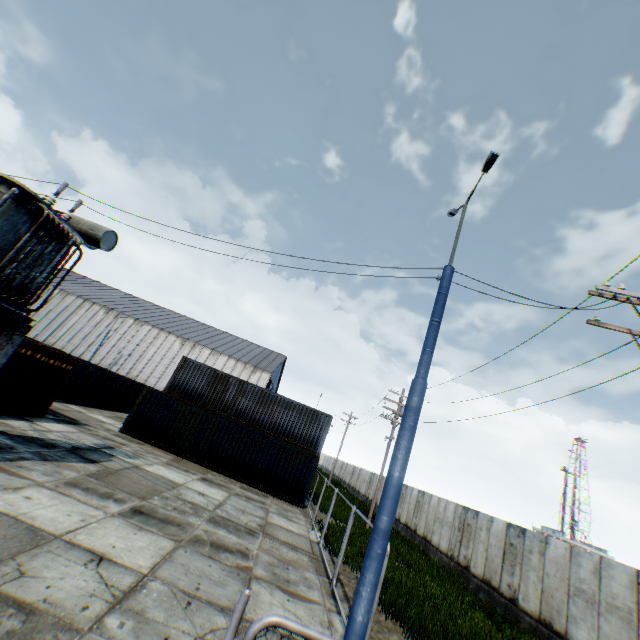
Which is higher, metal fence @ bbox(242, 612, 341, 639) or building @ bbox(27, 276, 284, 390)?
building @ bbox(27, 276, 284, 390)

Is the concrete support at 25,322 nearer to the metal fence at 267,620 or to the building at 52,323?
the metal fence at 267,620

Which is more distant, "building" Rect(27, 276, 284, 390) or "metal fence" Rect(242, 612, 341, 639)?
"building" Rect(27, 276, 284, 390)

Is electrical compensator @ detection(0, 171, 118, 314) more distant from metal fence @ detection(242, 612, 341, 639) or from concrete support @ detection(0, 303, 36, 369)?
metal fence @ detection(242, 612, 341, 639)

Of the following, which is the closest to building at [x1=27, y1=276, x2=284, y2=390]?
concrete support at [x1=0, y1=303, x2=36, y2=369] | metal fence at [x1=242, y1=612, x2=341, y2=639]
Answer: concrete support at [x1=0, y1=303, x2=36, y2=369]

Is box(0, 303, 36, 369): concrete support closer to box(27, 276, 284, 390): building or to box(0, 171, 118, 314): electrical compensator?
box(0, 171, 118, 314): electrical compensator

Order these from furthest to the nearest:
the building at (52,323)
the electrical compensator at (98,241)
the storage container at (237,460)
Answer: the building at (52,323), the storage container at (237,460), the electrical compensator at (98,241)

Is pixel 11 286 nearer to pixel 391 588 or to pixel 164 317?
pixel 391 588
